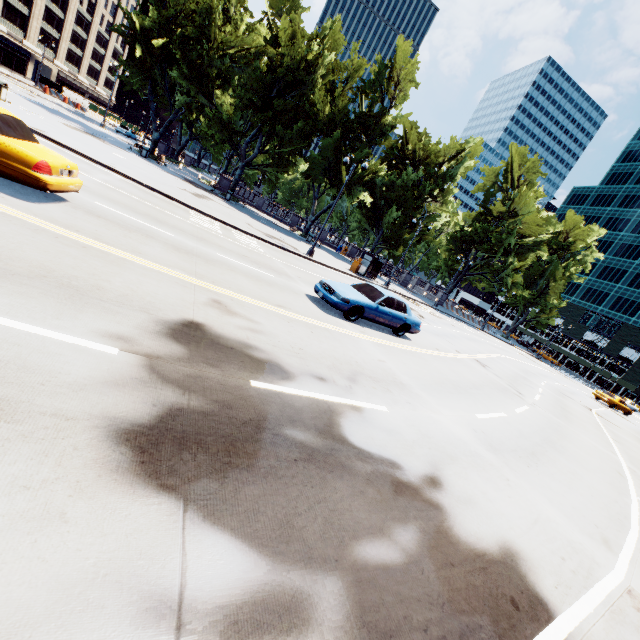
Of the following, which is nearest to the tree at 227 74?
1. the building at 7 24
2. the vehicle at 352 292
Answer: the building at 7 24

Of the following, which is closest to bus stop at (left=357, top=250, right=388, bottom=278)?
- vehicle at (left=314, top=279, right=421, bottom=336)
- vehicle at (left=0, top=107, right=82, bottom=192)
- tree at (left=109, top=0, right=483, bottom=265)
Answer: tree at (left=109, top=0, right=483, bottom=265)

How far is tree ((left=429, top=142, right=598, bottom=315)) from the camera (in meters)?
45.91

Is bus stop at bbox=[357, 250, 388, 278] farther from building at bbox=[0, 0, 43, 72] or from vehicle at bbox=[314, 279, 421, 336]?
building at bbox=[0, 0, 43, 72]

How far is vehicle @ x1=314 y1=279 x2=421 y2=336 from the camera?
11.33m

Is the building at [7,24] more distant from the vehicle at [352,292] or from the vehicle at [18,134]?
the vehicle at [352,292]

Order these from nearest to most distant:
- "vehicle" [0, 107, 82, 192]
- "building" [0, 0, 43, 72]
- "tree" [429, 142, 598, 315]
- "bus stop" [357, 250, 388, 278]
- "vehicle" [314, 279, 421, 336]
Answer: "vehicle" [0, 107, 82, 192] < "vehicle" [314, 279, 421, 336] < "bus stop" [357, 250, 388, 278] < "tree" [429, 142, 598, 315] < "building" [0, 0, 43, 72]

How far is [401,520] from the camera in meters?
3.8
